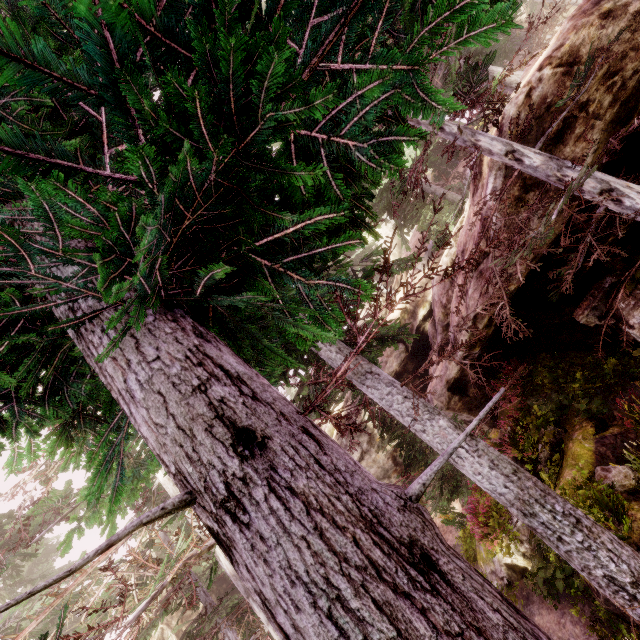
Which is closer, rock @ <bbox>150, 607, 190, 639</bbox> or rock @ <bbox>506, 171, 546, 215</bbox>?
rock @ <bbox>506, 171, 546, 215</bbox>

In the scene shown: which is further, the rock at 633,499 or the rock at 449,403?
the rock at 449,403

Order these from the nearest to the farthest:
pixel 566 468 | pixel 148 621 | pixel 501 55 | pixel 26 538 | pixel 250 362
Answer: pixel 250 362, pixel 148 621, pixel 566 468, pixel 26 538, pixel 501 55

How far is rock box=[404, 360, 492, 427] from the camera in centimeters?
1275cm

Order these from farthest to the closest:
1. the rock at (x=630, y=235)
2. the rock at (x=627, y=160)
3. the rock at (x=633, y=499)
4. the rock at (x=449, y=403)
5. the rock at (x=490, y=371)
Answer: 1. the rock at (x=449, y=403)
2. the rock at (x=490, y=371)
3. the rock at (x=630, y=235)
4. the rock at (x=627, y=160)
5. the rock at (x=633, y=499)

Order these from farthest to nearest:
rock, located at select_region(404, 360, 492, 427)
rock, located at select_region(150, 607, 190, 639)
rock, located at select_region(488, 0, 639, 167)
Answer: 1. rock, located at select_region(150, 607, 190, 639)
2. rock, located at select_region(404, 360, 492, 427)
3. rock, located at select_region(488, 0, 639, 167)
